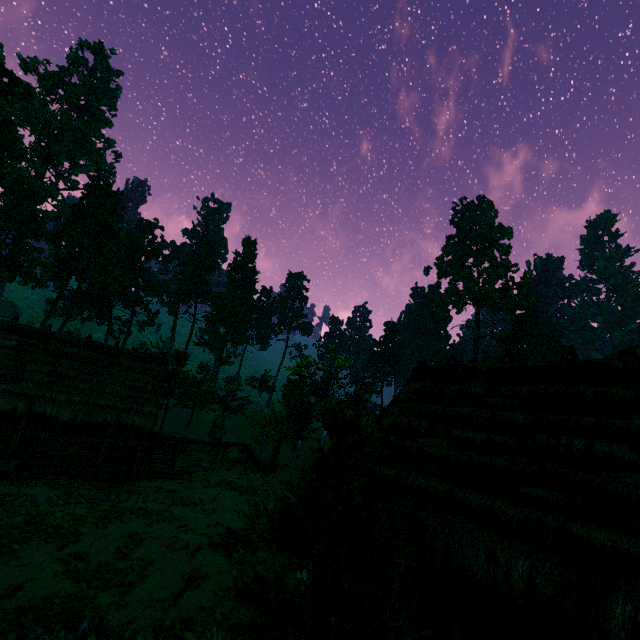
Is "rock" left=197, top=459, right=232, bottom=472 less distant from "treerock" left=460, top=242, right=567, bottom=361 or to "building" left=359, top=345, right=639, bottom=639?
"building" left=359, top=345, right=639, bottom=639

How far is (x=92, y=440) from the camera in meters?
18.5

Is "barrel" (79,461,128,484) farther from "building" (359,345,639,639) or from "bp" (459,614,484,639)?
"bp" (459,614,484,639)

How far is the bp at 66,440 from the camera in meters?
17.5 m

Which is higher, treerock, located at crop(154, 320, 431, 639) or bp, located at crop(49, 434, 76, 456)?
treerock, located at crop(154, 320, 431, 639)

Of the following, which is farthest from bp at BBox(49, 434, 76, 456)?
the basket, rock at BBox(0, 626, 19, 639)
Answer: rock at BBox(0, 626, 19, 639)

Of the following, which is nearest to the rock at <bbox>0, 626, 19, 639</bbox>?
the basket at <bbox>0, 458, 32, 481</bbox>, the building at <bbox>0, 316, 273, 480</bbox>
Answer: the building at <bbox>0, 316, 273, 480</bbox>

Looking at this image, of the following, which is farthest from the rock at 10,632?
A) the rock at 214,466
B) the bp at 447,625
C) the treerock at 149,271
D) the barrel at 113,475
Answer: the rock at 214,466
